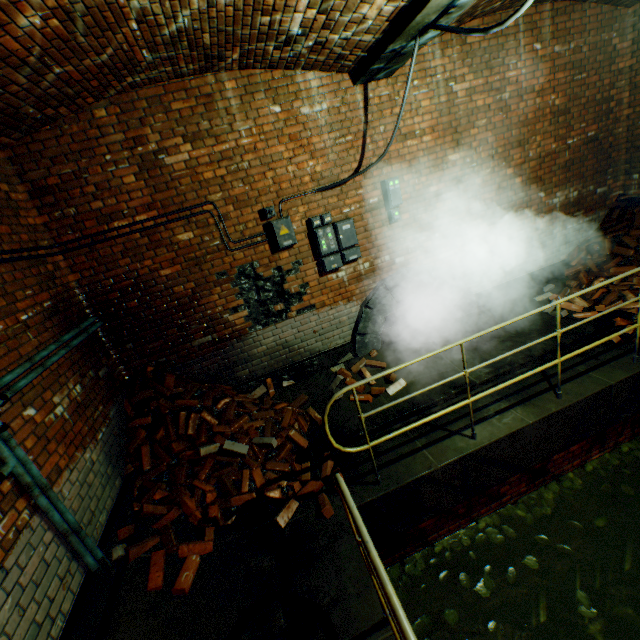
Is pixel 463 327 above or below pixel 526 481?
→ above

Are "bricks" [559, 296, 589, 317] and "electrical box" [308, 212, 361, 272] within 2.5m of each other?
no

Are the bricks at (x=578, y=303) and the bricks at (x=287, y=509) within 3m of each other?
no

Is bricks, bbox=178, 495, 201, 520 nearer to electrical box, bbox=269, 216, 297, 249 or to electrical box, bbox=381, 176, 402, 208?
electrical box, bbox=269, 216, 297, 249

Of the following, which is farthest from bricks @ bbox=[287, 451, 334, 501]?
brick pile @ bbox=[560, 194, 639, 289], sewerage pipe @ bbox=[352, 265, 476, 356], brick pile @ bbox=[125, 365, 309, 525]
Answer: brick pile @ bbox=[560, 194, 639, 289]

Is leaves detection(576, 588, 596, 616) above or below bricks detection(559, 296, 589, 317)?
below

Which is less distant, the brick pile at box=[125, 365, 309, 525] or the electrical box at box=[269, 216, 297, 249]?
the brick pile at box=[125, 365, 309, 525]

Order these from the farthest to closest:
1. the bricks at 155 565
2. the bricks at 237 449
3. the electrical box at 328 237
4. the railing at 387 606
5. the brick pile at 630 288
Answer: the brick pile at 630 288 < the electrical box at 328 237 < the bricks at 237 449 < the bricks at 155 565 < the railing at 387 606
